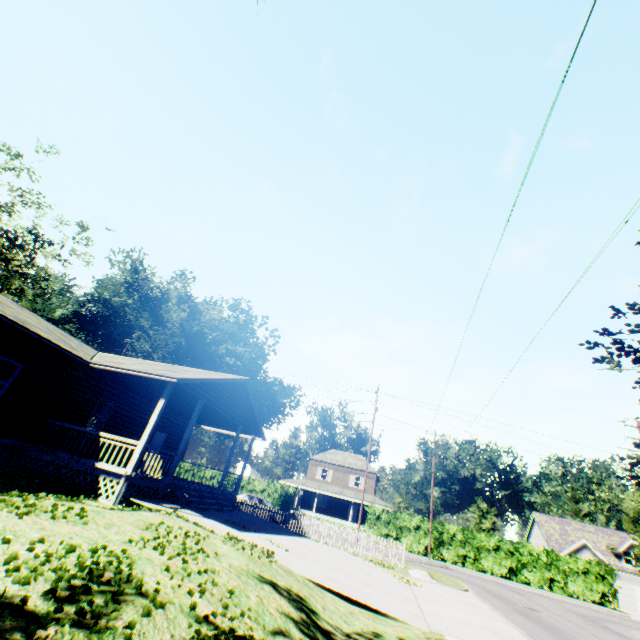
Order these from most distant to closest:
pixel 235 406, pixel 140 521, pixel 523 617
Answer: pixel 235 406, pixel 523 617, pixel 140 521

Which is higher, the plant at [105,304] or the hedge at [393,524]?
the plant at [105,304]

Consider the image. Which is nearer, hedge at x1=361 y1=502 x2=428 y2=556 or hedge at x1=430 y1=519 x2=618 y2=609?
hedge at x1=430 y1=519 x2=618 y2=609

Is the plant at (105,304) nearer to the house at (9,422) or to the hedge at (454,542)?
the house at (9,422)

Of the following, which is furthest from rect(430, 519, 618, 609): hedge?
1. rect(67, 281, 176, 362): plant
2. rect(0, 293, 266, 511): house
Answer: rect(67, 281, 176, 362): plant

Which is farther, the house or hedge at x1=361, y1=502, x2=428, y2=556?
hedge at x1=361, y1=502, x2=428, y2=556

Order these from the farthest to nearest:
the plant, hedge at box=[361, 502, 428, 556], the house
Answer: the plant
hedge at box=[361, 502, 428, 556]
the house
